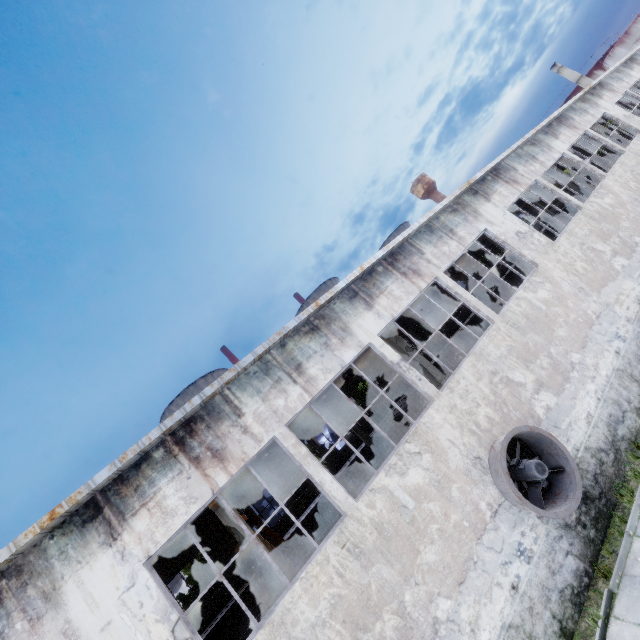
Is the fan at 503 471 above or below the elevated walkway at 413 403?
below

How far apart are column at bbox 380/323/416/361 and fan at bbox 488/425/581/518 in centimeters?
283cm

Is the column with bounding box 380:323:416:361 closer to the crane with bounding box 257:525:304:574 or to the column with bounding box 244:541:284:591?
the crane with bounding box 257:525:304:574

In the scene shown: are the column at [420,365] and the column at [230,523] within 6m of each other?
no

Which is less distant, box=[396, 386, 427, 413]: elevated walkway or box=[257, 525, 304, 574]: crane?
box=[257, 525, 304, 574]: crane

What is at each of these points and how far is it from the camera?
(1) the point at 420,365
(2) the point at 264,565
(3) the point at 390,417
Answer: (1) column, 13.52m
(2) column, 9.40m
(3) elevated walkway, 24.02m

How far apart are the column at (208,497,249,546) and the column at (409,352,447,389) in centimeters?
846cm

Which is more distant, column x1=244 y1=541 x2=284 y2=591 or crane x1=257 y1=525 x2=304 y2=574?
crane x1=257 y1=525 x2=304 y2=574
